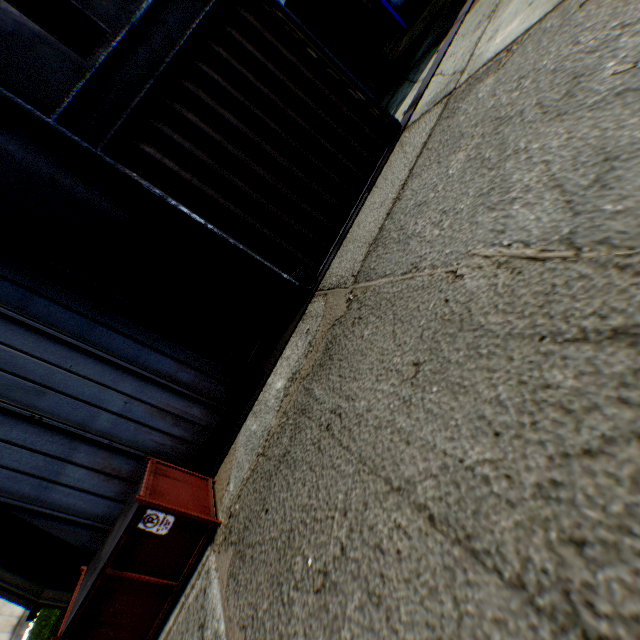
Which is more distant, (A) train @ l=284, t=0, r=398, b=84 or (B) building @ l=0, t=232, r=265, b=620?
(A) train @ l=284, t=0, r=398, b=84

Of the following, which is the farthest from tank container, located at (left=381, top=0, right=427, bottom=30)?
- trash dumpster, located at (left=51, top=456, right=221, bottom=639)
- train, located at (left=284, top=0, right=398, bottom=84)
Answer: trash dumpster, located at (left=51, top=456, right=221, bottom=639)

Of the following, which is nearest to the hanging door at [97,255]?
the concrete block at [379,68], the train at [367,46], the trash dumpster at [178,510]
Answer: → the trash dumpster at [178,510]

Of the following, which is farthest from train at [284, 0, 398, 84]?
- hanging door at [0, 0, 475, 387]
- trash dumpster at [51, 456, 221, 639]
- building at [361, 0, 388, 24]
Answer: trash dumpster at [51, 456, 221, 639]

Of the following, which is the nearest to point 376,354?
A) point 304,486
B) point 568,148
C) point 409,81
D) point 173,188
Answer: point 304,486

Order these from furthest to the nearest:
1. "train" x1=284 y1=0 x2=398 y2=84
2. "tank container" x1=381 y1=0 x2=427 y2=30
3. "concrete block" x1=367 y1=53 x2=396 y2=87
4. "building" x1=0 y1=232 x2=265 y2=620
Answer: "tank container" x1=381 y1=0 x2=427 y2=30 → "concrete block" x1=367 y1=53 x2=396 y2=87 → "train" x1=284 y1=0 x2=398 y2=84 → "building" x1=0 y1=232 x2=265 y2=620

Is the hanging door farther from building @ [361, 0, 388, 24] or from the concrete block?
the concrete block

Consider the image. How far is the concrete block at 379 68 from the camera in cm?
1302
